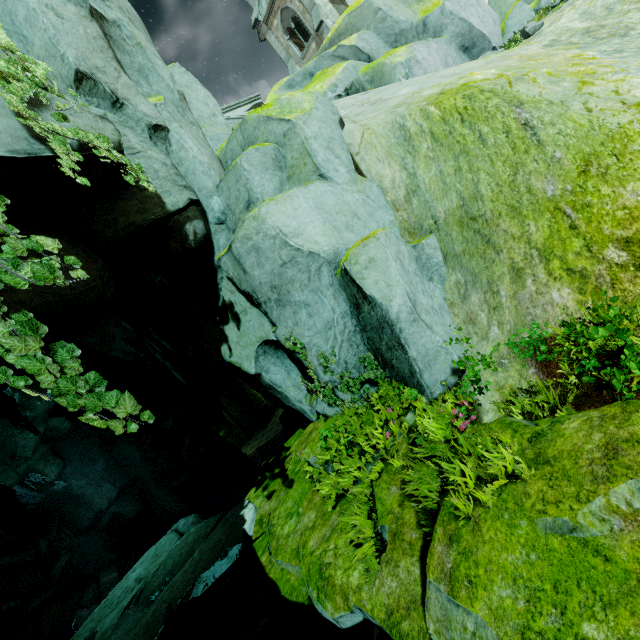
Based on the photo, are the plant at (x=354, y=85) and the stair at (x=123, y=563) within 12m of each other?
no

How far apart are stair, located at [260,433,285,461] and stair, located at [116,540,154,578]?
10.71m

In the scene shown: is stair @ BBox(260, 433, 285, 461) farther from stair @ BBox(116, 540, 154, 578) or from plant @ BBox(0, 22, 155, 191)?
plant @ BBox(0, 22, 155, 191)

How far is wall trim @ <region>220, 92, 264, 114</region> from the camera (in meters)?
18.45

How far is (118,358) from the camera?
21.9 meters

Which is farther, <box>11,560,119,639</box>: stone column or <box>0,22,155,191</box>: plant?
<box>11,560,119,639</box>: stone column

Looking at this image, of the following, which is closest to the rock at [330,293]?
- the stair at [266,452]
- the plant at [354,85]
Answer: the stair at [266,452]

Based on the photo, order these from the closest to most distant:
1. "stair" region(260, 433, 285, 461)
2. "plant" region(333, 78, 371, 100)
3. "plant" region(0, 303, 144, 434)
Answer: "plant" region(0, 303, 144, 434), "plant" region(333, 78, 371, 100), "stair" region(260, 433, 285, 461)
